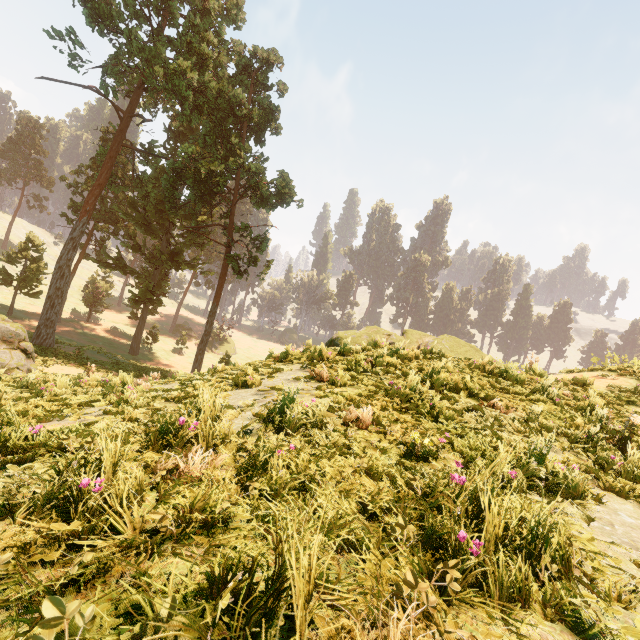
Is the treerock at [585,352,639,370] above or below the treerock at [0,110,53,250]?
below

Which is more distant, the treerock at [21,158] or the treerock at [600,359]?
the treerock at [21,158]

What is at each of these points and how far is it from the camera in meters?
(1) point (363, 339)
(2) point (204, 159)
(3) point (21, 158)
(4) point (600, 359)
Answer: (1) rock, 14.3 m
(2) treerock, 35.0 m
(3) treerock, 55.2 m
(4) treerock, 40.7 m

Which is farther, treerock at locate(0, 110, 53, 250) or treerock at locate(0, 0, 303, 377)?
treerock at locate(0, 110, 53, 250)

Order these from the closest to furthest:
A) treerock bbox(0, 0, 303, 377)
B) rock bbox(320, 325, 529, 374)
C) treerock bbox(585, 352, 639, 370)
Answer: rock bbox(320, 325, 529, 374) < treerock bbox(585, 352, 639, 370) < treerock bbox(0, 0, 303, 377)

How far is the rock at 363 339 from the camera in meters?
9.1

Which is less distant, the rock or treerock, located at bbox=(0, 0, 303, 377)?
the rock
